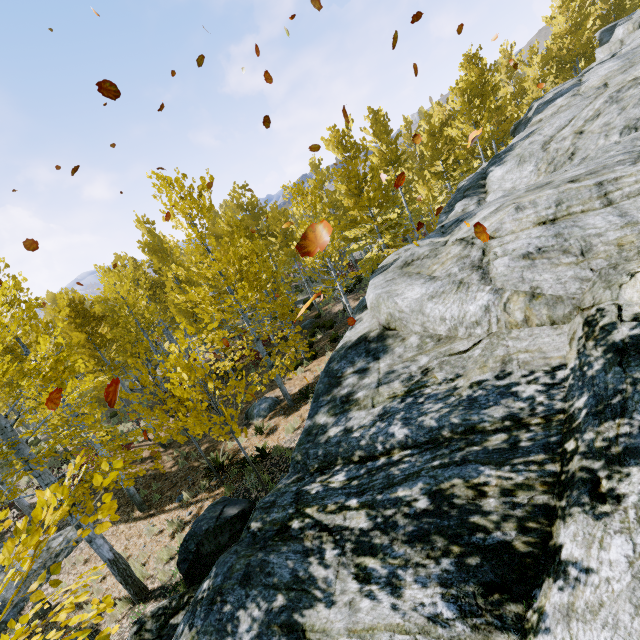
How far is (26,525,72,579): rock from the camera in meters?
10.7

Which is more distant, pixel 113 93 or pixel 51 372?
pixel 51 372

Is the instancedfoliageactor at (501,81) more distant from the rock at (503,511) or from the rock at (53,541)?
the rock at (53,541)

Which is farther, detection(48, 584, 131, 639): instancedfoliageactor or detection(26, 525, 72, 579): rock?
detection(26, 525, 72, 579): rock

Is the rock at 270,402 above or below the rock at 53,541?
above

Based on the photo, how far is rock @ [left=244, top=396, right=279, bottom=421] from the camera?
13.6m

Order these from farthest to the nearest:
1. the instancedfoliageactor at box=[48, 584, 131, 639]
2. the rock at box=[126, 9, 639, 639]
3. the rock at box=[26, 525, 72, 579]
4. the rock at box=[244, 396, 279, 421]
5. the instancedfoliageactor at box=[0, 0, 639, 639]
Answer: the rock at box=[244, 396, 279, 421] < the rock at box=[26, 525, 72, 579] < the instancedfoliageactor at box=[0, 0, 639, 639] < the rock at box=[126, 9, 639, 639] < the instancedfoliageactor at box=[48, 584, 131, 639]

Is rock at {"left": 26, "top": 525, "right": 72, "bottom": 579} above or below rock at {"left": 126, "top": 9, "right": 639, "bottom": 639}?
below
